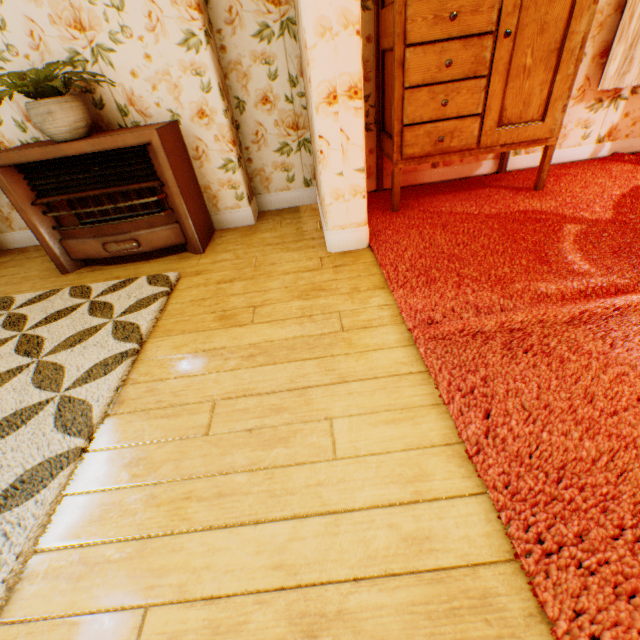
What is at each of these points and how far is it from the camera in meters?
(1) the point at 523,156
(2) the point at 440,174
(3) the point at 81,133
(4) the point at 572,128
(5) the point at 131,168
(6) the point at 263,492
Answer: (1) building, 3.2 m
(2) building, 3.2 m
(3) flower pot, 2.1 m
(4) building, 3.0 m
(5) heater, 2.3 m
(6) building, 1.1 m

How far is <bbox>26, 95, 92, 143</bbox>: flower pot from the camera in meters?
2.0

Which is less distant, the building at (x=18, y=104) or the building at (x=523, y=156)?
the building at (x=18, y=104)

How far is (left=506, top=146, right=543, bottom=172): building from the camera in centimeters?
313cm

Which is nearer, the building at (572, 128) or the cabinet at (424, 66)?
the cabinet at (424, 66)

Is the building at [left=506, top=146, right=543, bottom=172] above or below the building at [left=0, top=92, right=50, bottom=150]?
below

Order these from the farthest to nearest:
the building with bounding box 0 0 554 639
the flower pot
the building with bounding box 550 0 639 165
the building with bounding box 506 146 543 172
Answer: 1. the building with bounding box 506 146 543 172
2. the building with bounding box 550 0 639 165
3. the flower pot
4. the building with bounding box 0 0 554 639

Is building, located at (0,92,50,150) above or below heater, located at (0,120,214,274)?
above
